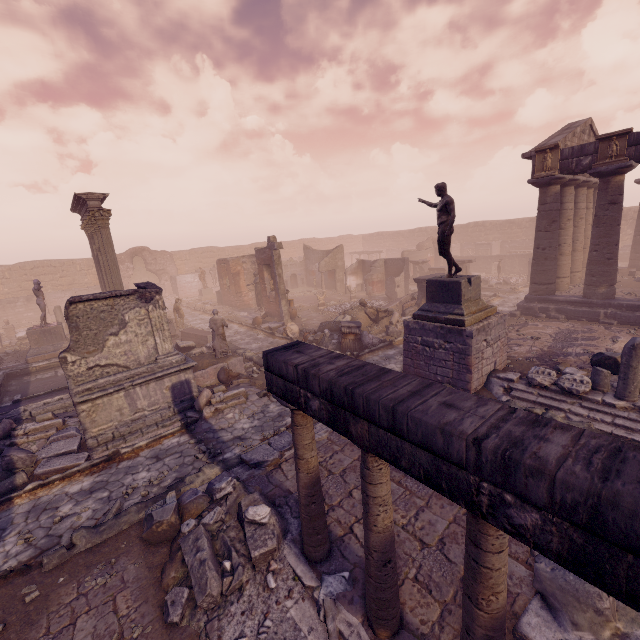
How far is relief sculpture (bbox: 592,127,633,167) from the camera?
12.2 meters

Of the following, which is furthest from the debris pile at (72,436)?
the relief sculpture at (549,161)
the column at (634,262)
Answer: the column at (634,262)

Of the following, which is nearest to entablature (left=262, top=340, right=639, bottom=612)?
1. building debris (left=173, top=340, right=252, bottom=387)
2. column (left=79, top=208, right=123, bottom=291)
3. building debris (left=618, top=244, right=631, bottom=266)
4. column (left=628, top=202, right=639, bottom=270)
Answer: building debris (left=173, top=340, right=252, bottom=387)

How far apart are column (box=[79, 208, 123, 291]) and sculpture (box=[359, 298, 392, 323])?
12.5 meters

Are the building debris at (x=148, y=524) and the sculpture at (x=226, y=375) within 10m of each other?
yes

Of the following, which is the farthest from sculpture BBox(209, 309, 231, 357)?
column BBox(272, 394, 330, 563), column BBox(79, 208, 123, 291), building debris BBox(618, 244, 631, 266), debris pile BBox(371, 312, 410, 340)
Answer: building debris BBox(618, 244, 631, 266)

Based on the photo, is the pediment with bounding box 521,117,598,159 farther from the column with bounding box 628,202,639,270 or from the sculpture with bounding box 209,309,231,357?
the sculpture with bounding box 209,309,231,357

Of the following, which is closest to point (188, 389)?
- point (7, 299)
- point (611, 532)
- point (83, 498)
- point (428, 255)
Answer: point (83, 498)
